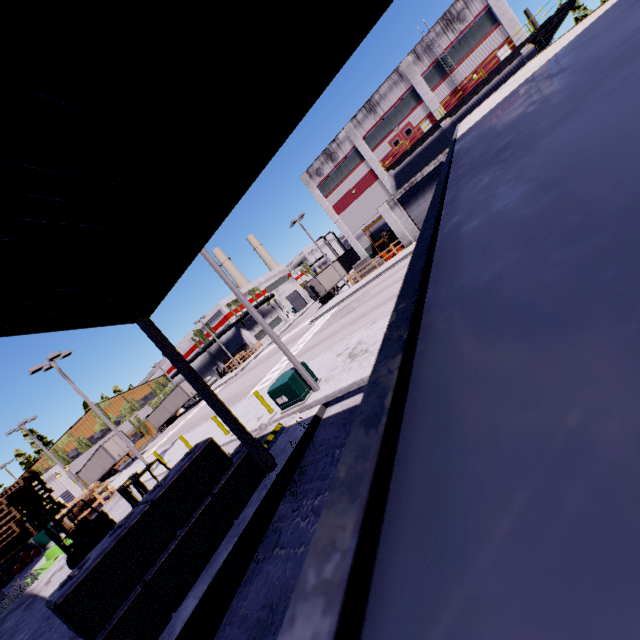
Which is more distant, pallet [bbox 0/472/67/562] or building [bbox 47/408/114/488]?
building [bbox 47/408/114/488]

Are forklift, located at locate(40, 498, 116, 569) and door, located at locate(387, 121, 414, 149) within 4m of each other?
no

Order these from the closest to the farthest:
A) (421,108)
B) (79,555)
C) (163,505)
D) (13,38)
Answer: (13,38) < (163,505) < (79,555) < (421,108)

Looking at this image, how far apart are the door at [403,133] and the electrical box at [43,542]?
49.0m

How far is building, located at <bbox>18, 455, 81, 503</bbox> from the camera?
29.5m

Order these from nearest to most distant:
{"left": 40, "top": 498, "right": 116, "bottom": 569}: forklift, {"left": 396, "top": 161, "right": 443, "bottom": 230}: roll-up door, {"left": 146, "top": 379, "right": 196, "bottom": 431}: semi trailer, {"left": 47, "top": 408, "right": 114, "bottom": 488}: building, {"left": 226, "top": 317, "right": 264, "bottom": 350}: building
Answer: {"left": 40, "top": 498, "right": 116, "bottom": 569}: forklift
{"left": 396, "top": 161, "right": 443, "bottom": 230}: roll-up door
{"left": 47, "top": 408, "right": 114, "bottom": 488}: building
{"left": 146, "top": 379, "right": 196, "bottom": 431}: semi trailer
{"left": 226, "top": 317, "right": 264, "bottom": 350}: building

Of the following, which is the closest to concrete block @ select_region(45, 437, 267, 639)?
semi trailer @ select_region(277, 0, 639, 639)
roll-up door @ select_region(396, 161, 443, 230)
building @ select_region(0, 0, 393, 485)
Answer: building @ select_region(0, 0, 393, 485)

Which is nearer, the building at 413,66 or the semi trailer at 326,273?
the building at 413,66
